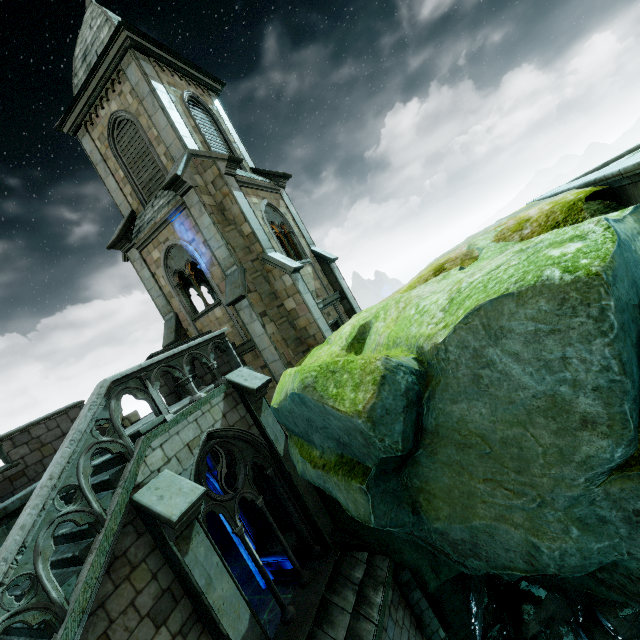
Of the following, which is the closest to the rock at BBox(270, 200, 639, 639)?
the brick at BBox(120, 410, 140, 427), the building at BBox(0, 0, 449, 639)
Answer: the building at BBox(0, 0, 449, 639)

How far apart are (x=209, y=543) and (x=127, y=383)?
3.4 meters

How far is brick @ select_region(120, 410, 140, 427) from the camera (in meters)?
11.77

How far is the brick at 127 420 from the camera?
11.8 meters

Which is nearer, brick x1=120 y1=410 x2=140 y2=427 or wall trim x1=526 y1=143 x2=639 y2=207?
wall trim x1=526 y1=143 x2=639 y2=207

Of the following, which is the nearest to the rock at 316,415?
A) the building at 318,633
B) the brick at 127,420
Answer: the building at 318,633

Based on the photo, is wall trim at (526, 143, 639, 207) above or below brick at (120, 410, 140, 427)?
below

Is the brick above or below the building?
above
